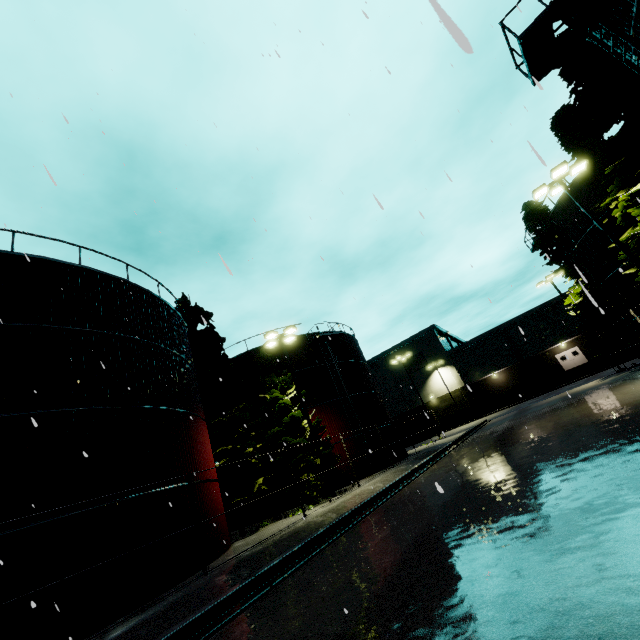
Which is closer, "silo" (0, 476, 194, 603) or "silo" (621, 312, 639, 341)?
"silo" (0, 476, 194, 603)

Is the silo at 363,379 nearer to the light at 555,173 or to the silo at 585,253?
the light at 555,173

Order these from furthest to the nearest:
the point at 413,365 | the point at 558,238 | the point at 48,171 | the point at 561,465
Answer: the point at 413,365 < the point at 558,238 < the point at 561,465 < the point at 48,171

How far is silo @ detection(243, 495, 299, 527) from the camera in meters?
22.1

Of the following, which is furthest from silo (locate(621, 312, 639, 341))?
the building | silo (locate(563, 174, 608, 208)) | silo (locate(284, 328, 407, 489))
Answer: silo (locate(284, 328, 407, 489))

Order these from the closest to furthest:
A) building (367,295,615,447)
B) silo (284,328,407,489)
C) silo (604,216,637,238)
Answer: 1. silo (604,216,637,238)
2. silo (284,328,407,489)
3. building (367,295,615,447)

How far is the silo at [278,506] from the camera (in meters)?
22.09

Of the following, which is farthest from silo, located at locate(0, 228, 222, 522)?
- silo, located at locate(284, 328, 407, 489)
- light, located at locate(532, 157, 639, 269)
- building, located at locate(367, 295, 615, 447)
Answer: light, located at locate(532, 157, 639, 269)
